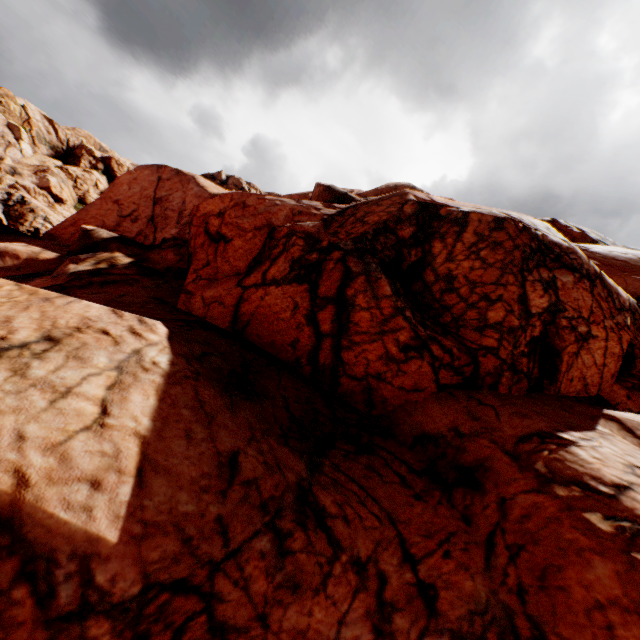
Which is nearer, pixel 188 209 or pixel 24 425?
pixel 24 425
